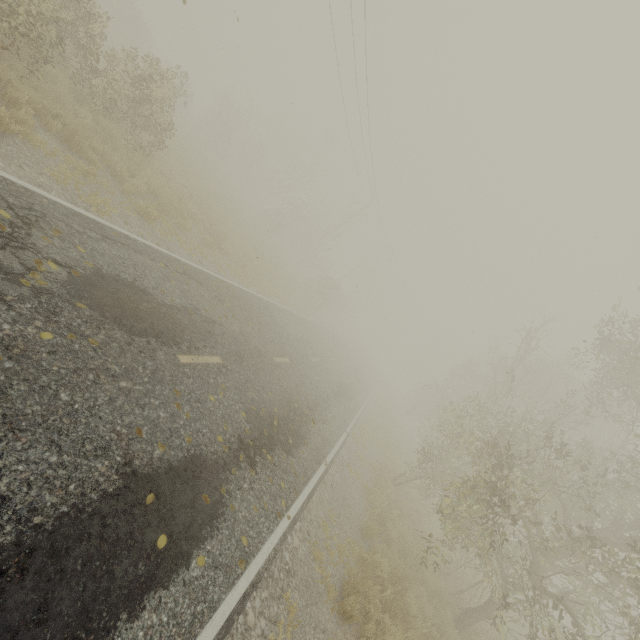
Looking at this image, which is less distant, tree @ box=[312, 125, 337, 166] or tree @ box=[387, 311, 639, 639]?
tree @ box=[387, 311, 639, 639]

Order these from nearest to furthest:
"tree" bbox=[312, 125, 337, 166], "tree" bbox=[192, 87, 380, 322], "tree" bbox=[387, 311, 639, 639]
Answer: "tree" bbox=[387, 311, 639, 639] < "tree" bbox=[192, 87, 380, 322] < "tree" bbox=[312, 125, 337, 166]

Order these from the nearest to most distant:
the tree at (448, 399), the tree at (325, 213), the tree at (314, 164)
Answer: the tree at (448, 399), the tree at (325, 213), the tree at (314, 164)

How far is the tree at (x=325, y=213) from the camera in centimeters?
3062cm

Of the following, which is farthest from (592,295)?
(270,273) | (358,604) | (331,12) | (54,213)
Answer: Result: (331,12)

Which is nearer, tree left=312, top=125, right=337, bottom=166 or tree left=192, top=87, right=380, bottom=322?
tree left=192, top=87, right=380, bottom=322

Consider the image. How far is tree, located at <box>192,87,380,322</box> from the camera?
30.6m
